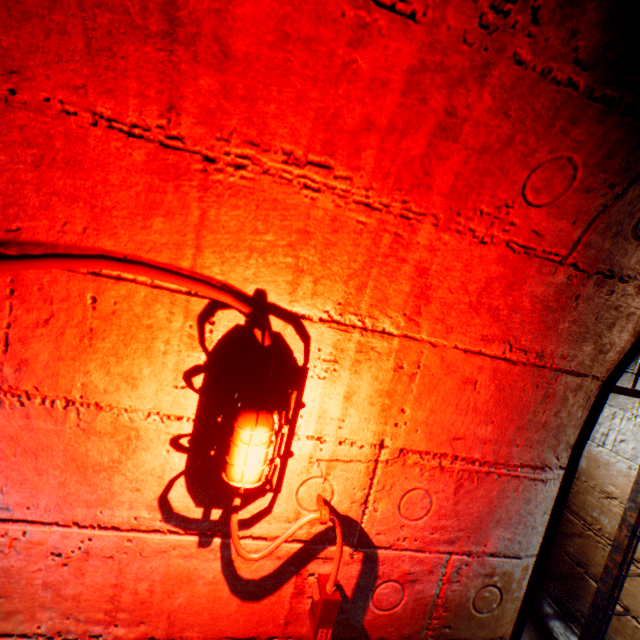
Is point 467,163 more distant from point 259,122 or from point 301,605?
point 301,605

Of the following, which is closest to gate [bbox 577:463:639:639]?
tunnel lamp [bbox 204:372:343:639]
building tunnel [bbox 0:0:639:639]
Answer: building tunnel [bbox 0:0:639:639]

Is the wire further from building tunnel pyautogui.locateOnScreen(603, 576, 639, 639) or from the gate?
the gate

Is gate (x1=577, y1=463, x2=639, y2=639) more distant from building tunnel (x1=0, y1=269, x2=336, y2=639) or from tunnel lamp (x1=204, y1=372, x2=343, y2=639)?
tunnel lamp (x1=204, y1=372, x2=343, y2=639)

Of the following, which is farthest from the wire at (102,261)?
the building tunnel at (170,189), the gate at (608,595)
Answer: the gate at (608,595)

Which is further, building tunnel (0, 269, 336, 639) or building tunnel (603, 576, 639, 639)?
building tunnel (603, 576, 639, 639)

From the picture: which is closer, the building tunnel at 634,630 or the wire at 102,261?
the wire at 102,261
